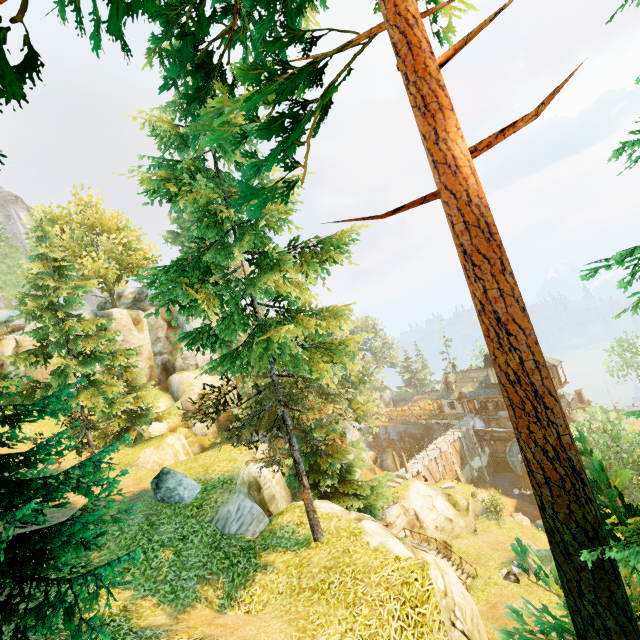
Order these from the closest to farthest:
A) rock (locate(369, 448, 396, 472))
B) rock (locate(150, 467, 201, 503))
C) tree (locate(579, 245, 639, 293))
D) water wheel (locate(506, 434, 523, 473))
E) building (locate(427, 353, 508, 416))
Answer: tree (locate(579, 245, 639, 293)) < rock (locate(150, 467, 201, 503)) < water wheel (locate(506, 434, 523, 473)) < rock (locate(369, 448, 396, 472)) < building (locate(427, 353, 508, 416))

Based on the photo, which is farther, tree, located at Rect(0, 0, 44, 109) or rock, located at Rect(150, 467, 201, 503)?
rock, located at Rect(150, 467, 201, 503)

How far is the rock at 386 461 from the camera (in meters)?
Result: 46.91

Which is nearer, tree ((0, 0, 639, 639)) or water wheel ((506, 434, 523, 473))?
tree ((0, 0, 639, 639))

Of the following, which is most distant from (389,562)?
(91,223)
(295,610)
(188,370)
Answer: (91,223)

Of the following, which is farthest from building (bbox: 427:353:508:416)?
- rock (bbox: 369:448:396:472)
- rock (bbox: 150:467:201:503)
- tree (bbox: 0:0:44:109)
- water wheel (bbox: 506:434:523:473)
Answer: rock (bbox: 150:467:201:503)

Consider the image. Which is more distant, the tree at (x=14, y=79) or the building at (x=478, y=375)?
the building at (x=478, y=375)
